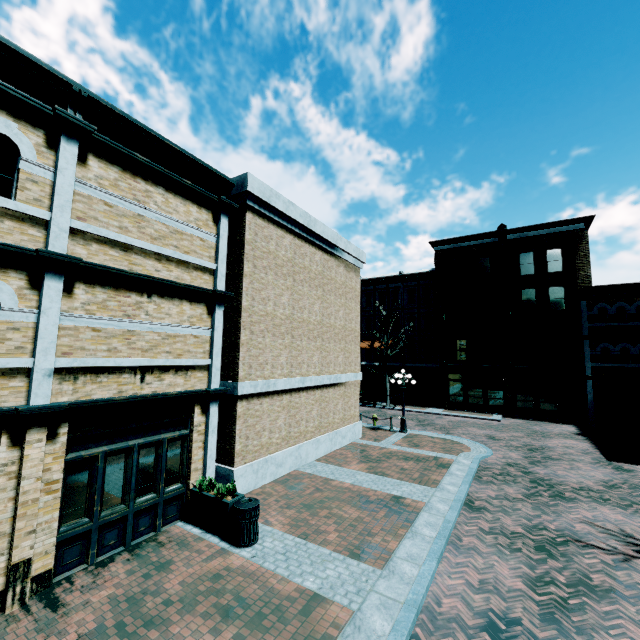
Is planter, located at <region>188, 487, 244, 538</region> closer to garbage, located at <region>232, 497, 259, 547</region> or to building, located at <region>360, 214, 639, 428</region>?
garbage, located at <region>232, 497, 259, 547</region>

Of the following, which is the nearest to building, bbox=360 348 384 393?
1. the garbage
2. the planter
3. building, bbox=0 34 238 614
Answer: building, bbox=0 34 238 614

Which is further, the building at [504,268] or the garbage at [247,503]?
the building at [504,268]

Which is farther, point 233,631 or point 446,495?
point 446,495

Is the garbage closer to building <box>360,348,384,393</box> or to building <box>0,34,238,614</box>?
building <box>0,34,238,614</box>

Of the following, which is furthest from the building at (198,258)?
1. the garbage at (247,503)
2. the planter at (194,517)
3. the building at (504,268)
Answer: the garbage at (247,503)

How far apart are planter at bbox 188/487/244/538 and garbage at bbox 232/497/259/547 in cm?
5

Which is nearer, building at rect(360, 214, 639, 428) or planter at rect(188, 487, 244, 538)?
planter at rect(188, 487, 244, 538)
